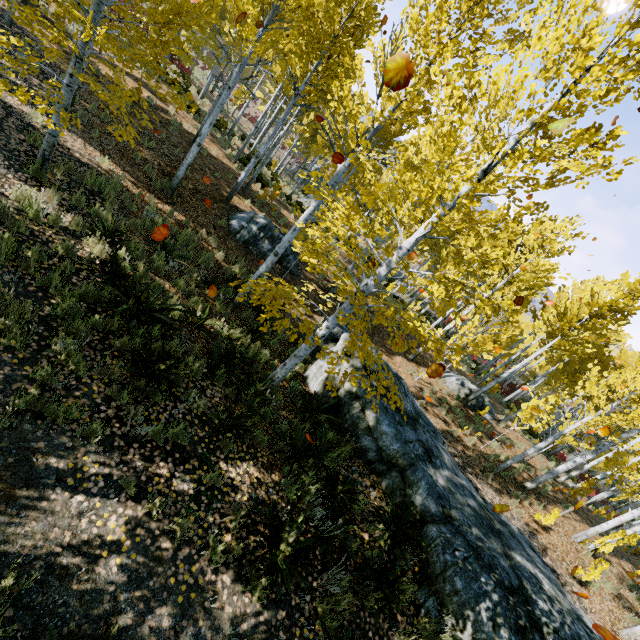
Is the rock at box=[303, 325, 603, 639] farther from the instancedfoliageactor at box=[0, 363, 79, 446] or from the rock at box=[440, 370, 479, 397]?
the rock at box=[440, 370, 479, 397]

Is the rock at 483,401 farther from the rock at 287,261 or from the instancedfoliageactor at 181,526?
the rock at 287,261

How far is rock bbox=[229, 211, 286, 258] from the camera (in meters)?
12.88

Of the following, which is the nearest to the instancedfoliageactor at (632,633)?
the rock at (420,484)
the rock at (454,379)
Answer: the rock at (420,484)

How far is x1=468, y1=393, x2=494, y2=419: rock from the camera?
17.12m

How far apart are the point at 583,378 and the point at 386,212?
9.9 meters

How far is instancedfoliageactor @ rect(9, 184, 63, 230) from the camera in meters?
5.7
